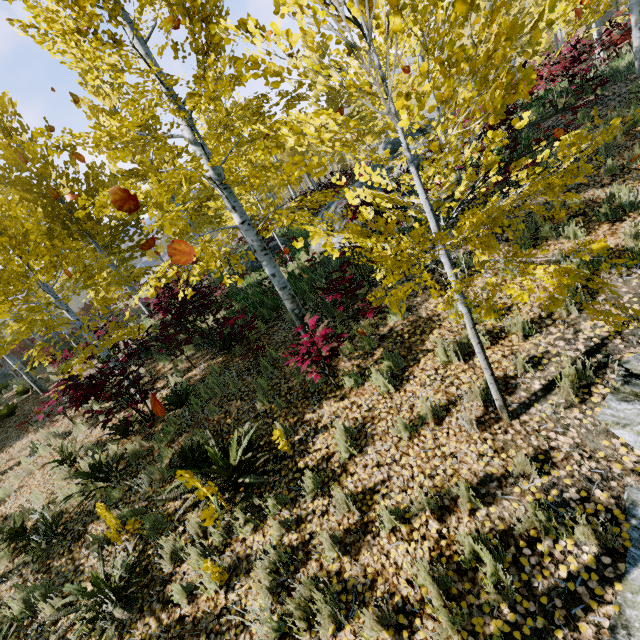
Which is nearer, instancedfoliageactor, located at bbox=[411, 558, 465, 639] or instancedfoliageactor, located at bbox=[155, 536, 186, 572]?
instancedfoliageactor, located at bbox=[411, 558, 465, 639]

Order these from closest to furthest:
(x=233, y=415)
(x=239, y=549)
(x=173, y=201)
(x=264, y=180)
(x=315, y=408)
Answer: (x=239, y=549)
(x=315, y=408)
(x=233, y=415)
(x=173, y=201)
(x=264, y=180)

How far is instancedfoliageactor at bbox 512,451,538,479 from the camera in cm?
323

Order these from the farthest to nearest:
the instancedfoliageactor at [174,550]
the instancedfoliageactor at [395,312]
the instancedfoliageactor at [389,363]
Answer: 1. the instancedfoliageactor at [389,363]
2. the instancedfoliageactor at [174,550]
3. the instancedfoliageactor at [395,312]

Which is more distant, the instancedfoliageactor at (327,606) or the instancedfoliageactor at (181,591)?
the instancedfoliageactor at (181,591)

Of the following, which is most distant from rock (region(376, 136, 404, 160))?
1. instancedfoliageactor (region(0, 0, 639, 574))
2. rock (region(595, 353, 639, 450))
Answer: rock (region(595, 353, 639, 450))
